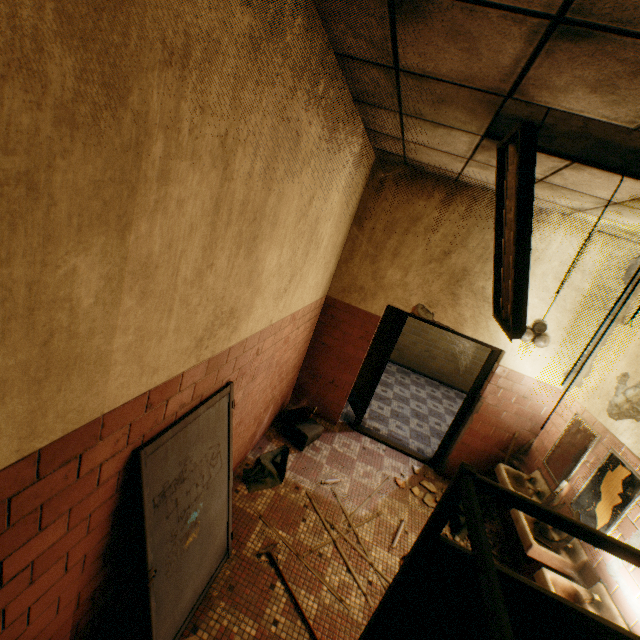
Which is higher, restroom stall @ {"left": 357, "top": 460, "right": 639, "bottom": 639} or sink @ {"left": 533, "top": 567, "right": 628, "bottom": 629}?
restroom stall @ {"left": 357, "top": 460, "right": 639, "bottom": 639}

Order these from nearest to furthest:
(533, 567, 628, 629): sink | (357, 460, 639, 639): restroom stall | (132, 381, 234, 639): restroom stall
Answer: (357, 460, 639, 639): restroom stall
(132, 381, 234, 639): restroom stall
(533, 567, 628, 629): sink

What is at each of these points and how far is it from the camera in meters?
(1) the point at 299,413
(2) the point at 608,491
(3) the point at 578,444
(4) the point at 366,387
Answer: (1) fire extinguisher, 4.7 m
(2) mirror, 3.1 m
(3) mirror, 3.7 m
(4) door, 5.6 m

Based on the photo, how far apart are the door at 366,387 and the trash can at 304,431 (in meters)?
0.68

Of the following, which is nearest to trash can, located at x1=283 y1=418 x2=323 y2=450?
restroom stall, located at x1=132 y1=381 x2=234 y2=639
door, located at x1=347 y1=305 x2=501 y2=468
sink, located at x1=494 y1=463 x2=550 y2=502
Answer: door, located at x1=347 y1=305 x2=501 y2=468

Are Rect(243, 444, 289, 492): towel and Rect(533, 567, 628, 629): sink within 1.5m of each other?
no

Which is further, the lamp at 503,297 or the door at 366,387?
the door at 366,387

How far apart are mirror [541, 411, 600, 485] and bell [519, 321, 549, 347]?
0.94m
